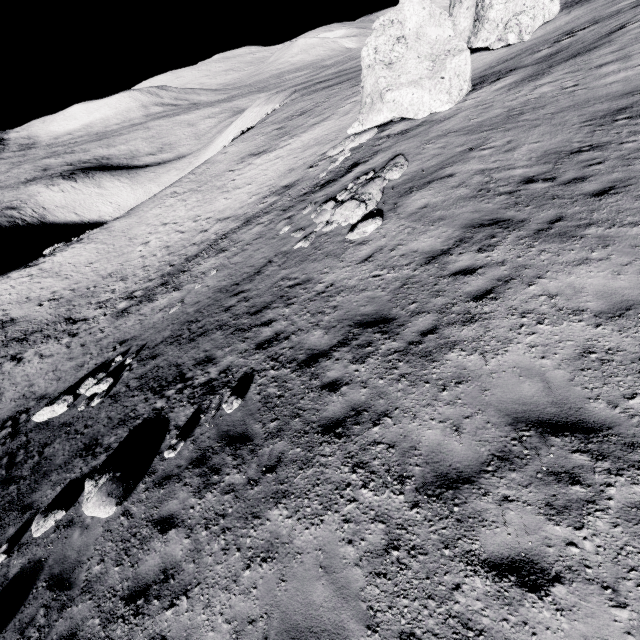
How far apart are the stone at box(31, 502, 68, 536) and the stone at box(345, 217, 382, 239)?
11.0 meters

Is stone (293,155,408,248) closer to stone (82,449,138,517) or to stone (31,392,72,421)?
stone (82,449,138,517)

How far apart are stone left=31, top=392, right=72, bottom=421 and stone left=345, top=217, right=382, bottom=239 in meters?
13.3 m

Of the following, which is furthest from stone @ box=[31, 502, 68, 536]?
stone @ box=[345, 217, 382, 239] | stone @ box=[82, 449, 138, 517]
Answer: stone @ box=[345, 217, 382, 239]

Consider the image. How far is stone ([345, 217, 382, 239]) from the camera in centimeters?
1091cm

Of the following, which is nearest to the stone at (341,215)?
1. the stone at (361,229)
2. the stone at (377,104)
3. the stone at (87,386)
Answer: the stone at (361,229)

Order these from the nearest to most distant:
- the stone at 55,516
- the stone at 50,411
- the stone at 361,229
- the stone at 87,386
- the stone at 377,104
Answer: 1. the stone at 55,516
2. the stone at 361,229
3. the stone at 87,386
4. the stone at 50,411
5. the stone at 377,104

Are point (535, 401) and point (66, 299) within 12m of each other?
no
